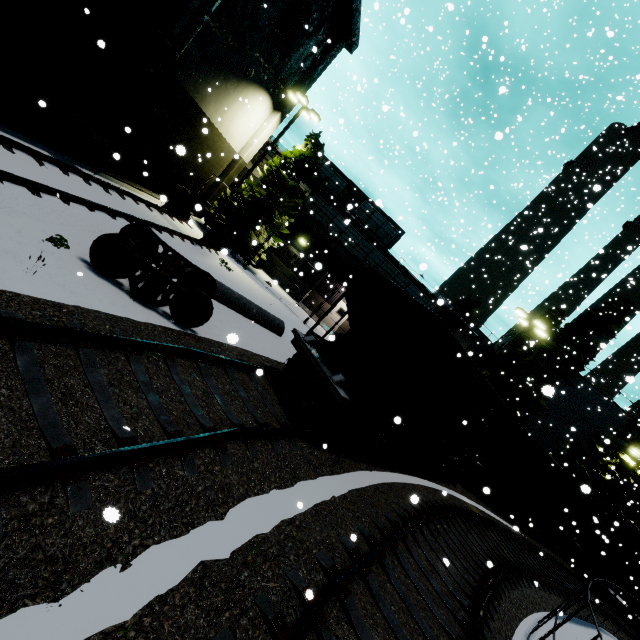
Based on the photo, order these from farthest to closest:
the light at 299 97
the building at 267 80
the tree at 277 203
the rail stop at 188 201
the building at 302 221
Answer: the building at 302 221
the tree at 277 203
the light at 299 97
the rail stop at 188 201
the building at 267 80

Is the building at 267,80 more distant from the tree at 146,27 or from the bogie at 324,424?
the bogie at 324,424

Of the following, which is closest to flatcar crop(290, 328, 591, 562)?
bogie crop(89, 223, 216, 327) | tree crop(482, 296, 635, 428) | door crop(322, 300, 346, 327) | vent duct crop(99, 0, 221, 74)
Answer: bogie crop(89, 223, 216, 327)

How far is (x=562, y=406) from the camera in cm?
3297

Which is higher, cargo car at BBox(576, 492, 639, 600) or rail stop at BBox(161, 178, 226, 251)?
cargo car at BBox(576, 492, 639, 600)

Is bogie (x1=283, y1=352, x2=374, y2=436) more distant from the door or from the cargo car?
the door

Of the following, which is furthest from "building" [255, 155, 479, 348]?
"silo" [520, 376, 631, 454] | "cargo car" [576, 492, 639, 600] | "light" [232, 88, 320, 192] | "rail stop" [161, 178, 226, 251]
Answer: "silo" [520, 376, 631, 454]

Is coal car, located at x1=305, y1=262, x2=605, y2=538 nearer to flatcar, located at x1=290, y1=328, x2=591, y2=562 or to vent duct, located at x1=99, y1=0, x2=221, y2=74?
flatcar, located at x1=290, y1=328, x2=591, y2=562
